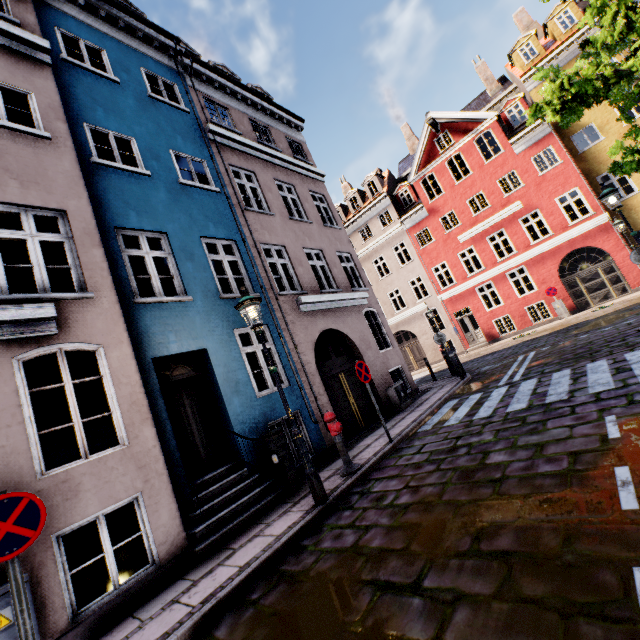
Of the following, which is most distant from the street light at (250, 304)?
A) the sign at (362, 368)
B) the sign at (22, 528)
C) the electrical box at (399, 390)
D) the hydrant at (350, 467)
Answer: the electrical box at (399, 390)

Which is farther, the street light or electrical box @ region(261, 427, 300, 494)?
electrical box @ region(261, 427, 300, 494)

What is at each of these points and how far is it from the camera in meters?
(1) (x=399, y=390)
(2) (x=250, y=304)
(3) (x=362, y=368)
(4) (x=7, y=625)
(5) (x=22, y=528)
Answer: (1) electrical box, 11.0
(2) street light, 5.7
(3) sign, 7.6
(4) electrical box, 3.5
(5) sign, 2.9

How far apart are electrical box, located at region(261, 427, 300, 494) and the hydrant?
0.9m

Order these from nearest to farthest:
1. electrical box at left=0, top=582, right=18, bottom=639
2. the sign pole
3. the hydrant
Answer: the sign pole → electrical box at left=0, top=582, right=18, bottom=639 → the hydrant

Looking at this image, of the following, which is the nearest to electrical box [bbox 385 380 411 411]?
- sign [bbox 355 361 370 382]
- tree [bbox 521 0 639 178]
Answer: sign [bbox 355 361 370 382]

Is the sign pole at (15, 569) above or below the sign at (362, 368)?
below

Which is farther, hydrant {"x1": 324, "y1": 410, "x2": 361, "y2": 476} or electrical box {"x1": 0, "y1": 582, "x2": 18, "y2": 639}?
hydrant {"x1": 324, "y1": 410, "x2": 361, "y2": 476}
